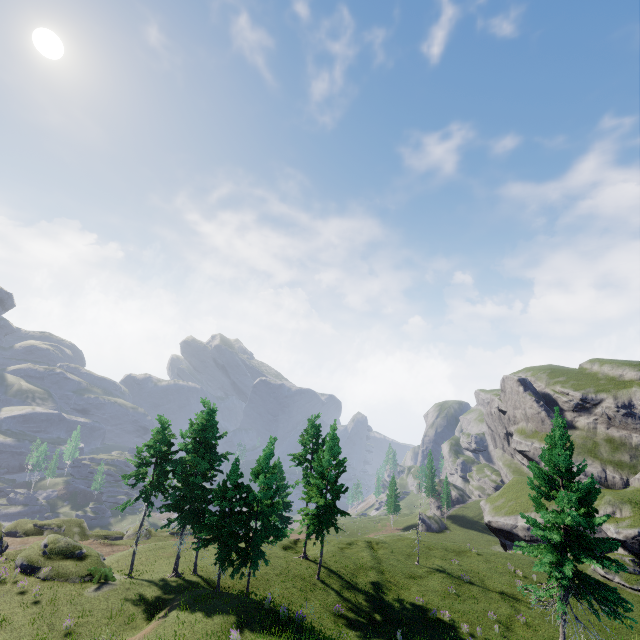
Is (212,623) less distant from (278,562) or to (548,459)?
(278,562)
